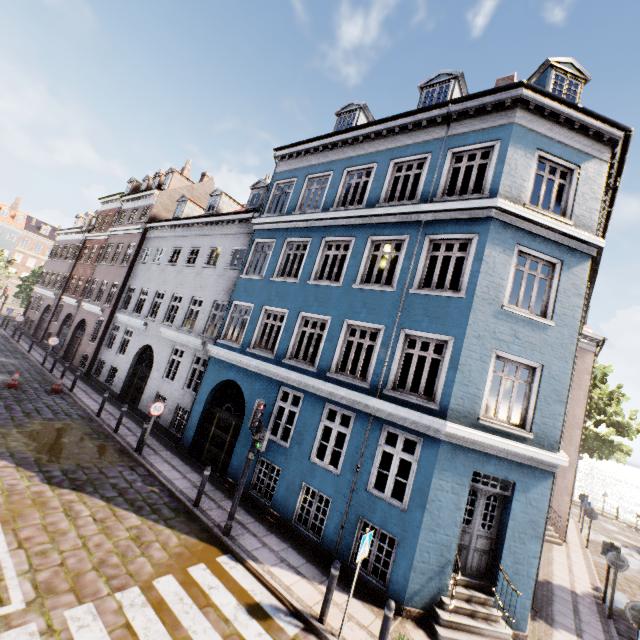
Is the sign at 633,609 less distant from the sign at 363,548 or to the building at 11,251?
the building at 11,251

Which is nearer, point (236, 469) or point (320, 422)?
point (320, 422)

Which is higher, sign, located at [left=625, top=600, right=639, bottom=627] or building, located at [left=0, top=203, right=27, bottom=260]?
building, located at [left=0, top=203, right=27, bottom=260]

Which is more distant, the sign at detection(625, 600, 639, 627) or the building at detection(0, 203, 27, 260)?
the building at detection(0, 203, 27, 260)

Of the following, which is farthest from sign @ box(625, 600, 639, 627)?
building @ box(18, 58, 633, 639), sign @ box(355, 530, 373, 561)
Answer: sign @ box(355, 530, 373, 561)

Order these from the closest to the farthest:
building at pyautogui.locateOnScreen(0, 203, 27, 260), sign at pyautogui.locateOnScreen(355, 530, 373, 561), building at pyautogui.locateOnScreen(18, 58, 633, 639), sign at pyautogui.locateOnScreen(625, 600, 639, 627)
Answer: sign at pyautogui.locateOnScreen(355, 530, 373, 561) < sign at pyautogui.locateOnScreen(625, 600, 639, 627) < building at pyautogui.locateOnScreen(18, 58, 633, 639) < building at pyautogui.locateOnScreen(0, 203, 27, 260)

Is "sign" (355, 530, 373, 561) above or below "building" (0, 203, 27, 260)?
below

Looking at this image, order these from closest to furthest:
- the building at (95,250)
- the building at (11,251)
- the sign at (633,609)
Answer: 1. the sign at (633,609)
2. the building at (95,250)
3. the building at (11,251)
